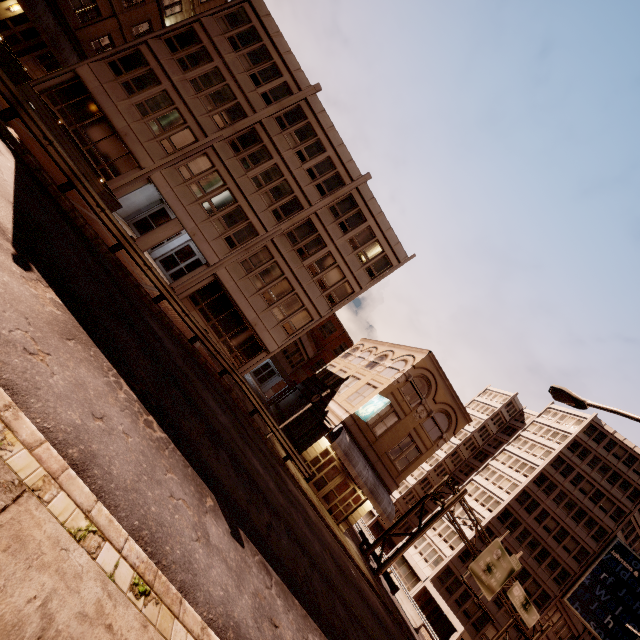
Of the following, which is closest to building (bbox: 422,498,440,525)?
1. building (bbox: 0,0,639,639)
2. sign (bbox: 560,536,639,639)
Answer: sign (bbox: 560,536,639,639)

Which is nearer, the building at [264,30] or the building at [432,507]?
the building at [264,30]

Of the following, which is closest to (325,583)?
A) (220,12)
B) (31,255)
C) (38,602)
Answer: (38,602)

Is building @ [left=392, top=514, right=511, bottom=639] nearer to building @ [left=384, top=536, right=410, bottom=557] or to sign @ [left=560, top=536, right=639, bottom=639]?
sign @ [left=560, top=536, right=639, bottom=639]

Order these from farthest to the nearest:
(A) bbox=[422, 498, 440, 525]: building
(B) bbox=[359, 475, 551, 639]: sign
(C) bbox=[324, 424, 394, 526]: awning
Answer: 1. (A) bbox=[422, 498, 440, 525]: building
2. (B) bbox=[359, 475, 551, 639]: sign
3. (C) bbox=[324, 424, 394, 526]: awning

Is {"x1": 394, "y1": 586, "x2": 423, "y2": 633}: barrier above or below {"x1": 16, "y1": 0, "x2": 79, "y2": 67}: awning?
below

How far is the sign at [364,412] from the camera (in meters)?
22.08

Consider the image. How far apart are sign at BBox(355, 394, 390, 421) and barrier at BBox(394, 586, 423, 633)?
21.63m
